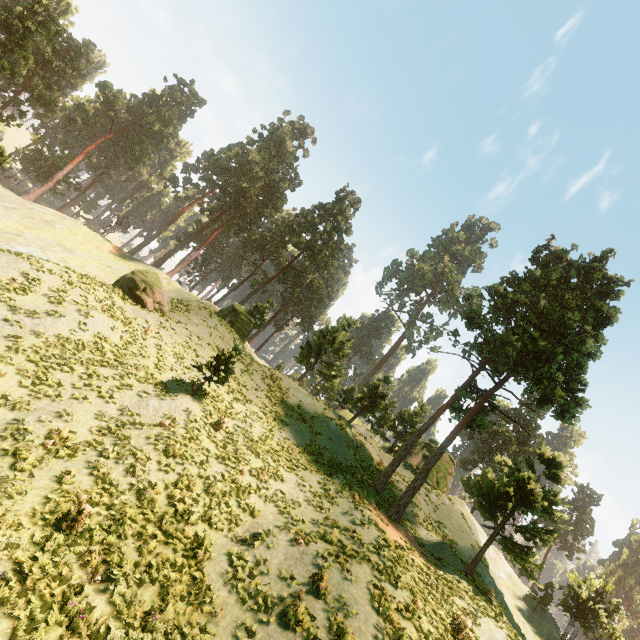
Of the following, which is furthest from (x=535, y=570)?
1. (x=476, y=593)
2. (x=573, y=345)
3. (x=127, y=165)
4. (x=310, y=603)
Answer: (x=127, y=165)

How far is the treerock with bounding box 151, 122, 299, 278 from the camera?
52.72m

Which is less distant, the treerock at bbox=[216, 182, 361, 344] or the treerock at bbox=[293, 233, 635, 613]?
the treerock at bbox=[293, 233, 635, 613]

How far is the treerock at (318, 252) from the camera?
37.0 meters

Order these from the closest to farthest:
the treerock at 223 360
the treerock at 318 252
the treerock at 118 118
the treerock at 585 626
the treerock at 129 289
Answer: the treerock at 223 360 → the treerock at 129 289 → the treerock at 585 626 → the treerock at 318 252 → the treerock at 118 118
